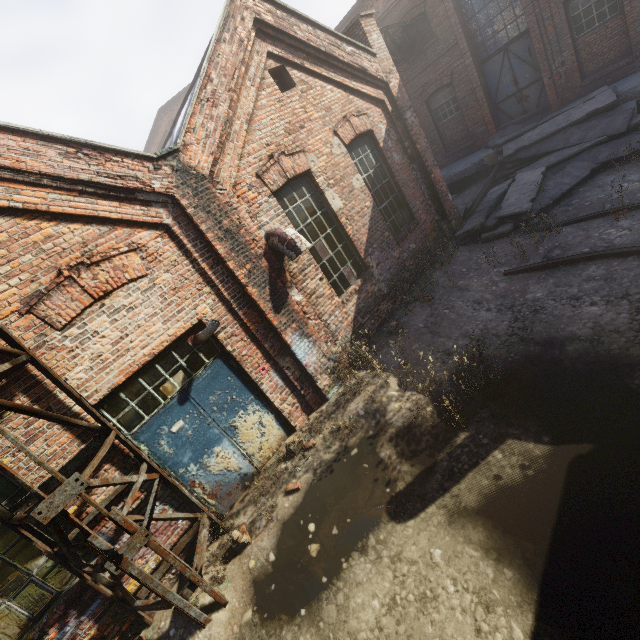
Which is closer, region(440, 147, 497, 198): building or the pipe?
the pipe

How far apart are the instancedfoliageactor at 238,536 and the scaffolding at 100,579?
0.3m

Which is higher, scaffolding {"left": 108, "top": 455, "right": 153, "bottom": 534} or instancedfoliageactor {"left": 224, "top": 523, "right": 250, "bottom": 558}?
scaffolding {"left": 108, "top": 455, "right": 153, "bottom": 534}

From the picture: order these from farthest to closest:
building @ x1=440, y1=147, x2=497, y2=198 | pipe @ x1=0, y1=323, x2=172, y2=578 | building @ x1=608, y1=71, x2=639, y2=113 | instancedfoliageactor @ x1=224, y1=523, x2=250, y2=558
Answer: building @ x1=440, y1=147, x2=497, y2=198 → building @ x1=608, y1=71, x2=639, y2=113 → instancedfoliageactor @ x1=224, y1=523, x2=250, y2=558 → pipe @ x1=0, y1=323, x2=172, y2=578

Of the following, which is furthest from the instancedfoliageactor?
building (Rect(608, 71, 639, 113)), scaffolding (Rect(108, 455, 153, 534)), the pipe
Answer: building (Rect(608, 71, 639, 113))

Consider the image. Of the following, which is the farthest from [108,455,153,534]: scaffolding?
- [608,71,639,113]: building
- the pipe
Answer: [608,71,639,113]: building

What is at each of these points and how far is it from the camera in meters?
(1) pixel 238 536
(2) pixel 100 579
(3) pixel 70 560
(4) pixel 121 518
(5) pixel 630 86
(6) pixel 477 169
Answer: (1) instancedfoliageactor, 4.7 m
(2) scaffolding, 4.2 m
(3) pipe, 3.9 m
(4) scaffolding, 3.6 m
(5) building, 9.6 m
(6) building, 13.2 m

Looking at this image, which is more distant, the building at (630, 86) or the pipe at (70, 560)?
the building at (630, 86)
